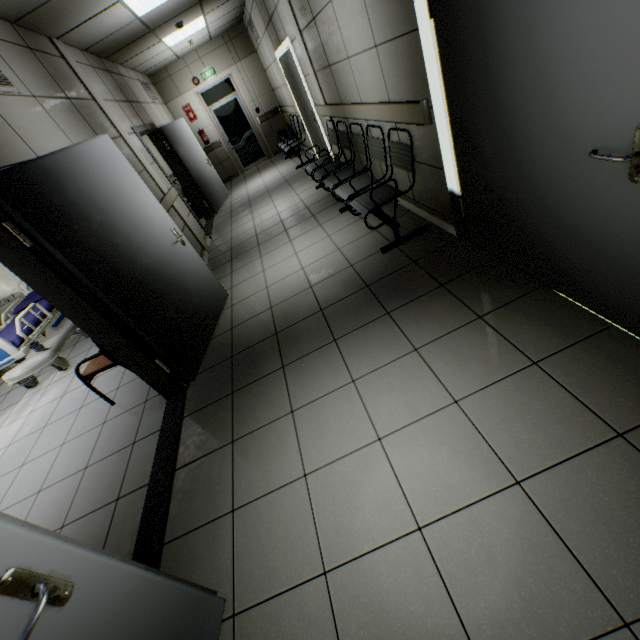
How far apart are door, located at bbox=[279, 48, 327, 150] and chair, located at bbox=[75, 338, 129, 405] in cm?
530

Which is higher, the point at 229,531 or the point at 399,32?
the point at 399,32

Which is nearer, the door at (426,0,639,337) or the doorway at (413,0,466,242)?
the door at (426,0,639,337)

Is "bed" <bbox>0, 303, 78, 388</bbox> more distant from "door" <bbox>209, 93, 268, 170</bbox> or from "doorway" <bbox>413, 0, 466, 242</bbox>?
"door" <bbox>209, 93, 268, 170</bbox>

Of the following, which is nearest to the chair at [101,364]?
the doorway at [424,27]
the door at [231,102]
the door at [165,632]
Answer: the door at [165,632]

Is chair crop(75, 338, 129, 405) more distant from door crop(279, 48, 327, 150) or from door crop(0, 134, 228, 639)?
door crop(279, 48, 327, 150)

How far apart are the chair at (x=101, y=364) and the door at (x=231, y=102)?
9.4m

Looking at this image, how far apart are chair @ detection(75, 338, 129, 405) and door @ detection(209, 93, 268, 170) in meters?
9.4 m
